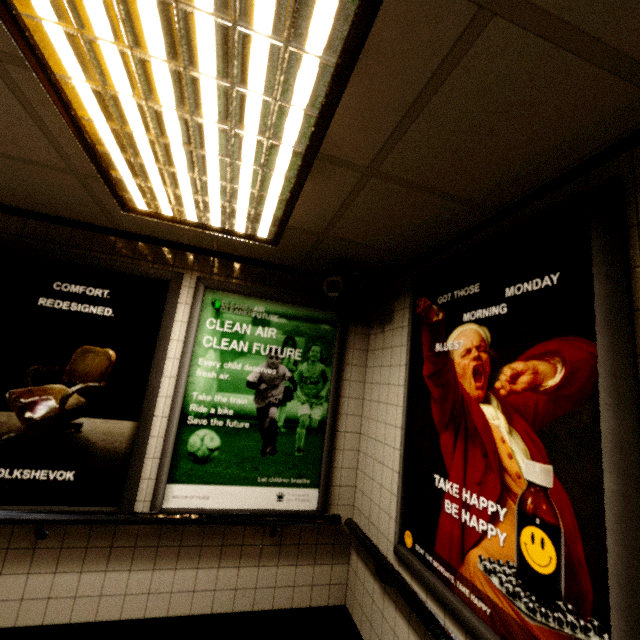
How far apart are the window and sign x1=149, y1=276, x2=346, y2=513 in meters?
0.2 m

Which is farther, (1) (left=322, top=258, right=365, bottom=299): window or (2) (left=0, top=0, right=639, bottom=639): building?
(1) (left=322, top=258, right=365, bottom=299): window

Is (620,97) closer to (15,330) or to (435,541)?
(435,541)

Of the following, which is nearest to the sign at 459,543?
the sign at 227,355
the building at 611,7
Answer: the building at 611,7

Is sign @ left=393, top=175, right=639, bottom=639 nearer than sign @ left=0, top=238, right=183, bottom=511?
Yes

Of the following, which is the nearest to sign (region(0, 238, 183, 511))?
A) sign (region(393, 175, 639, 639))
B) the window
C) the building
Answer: the building

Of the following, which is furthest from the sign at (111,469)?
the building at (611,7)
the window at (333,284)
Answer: the window at (333,284)

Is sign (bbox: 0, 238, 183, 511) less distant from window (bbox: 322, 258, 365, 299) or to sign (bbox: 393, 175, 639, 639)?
window (bbox: 322, 258, 365, 299)
